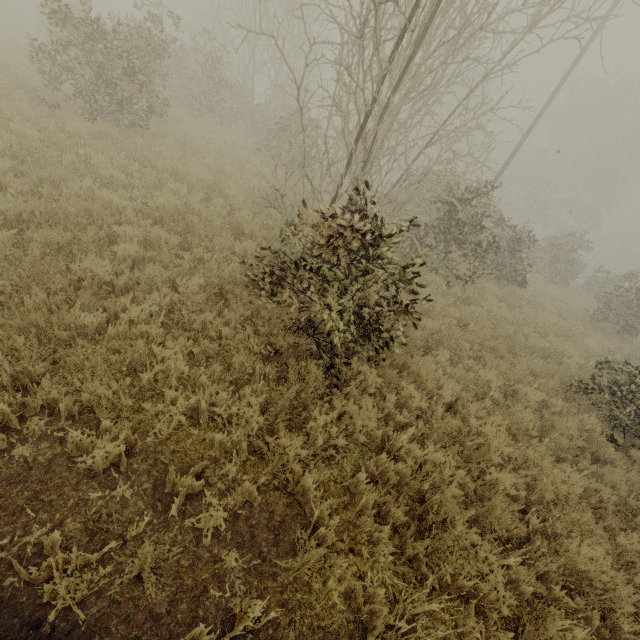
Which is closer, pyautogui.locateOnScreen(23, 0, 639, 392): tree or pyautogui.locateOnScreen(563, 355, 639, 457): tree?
pyautogui.locateOnScreen(23, 0, 639, 392): tree

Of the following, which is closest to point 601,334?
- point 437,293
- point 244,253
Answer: point 437,293

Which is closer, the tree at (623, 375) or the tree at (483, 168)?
the tree at (483, 168)
